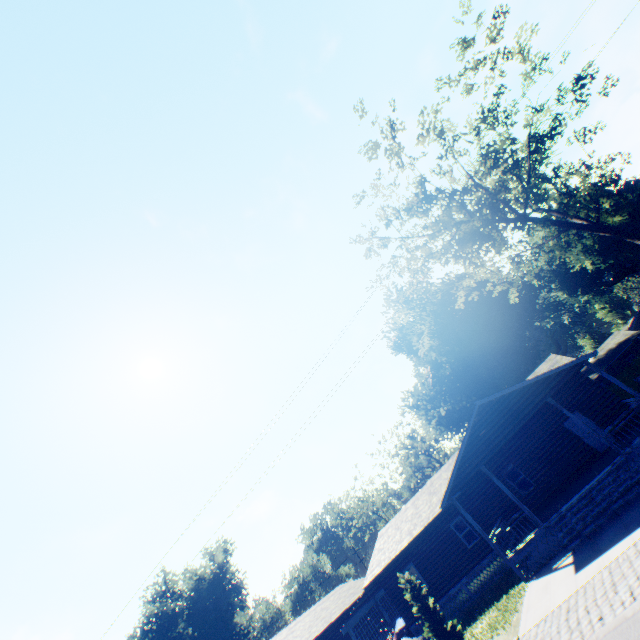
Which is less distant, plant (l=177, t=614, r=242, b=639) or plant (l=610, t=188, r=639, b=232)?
plant (l=610, t=188, r=639, b=232)

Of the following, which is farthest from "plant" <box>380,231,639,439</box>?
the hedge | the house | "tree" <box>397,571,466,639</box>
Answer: "tree" <box>397,571,466,639</box>

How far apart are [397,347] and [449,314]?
10.55m

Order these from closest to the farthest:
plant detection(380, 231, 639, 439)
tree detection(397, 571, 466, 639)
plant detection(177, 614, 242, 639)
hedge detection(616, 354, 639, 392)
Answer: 1. tree detection(397, 571, 466, 639)
2. hedge detection(616, 354, 639, 392)
3. plant detection(380, 231, 639, 439)
4. plant detection(177, 614, 242, 639)

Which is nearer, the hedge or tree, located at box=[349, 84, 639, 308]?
tree, located at box=[349, 84, 639, 308]

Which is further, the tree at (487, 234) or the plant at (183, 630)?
the plant at (183, 630)

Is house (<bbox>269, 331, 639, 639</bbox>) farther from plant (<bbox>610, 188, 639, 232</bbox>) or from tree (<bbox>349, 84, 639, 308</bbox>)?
tree (<bbox>349, 84, 639, 308</bbox>)

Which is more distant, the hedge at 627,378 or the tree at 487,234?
the hedge at 627,378
